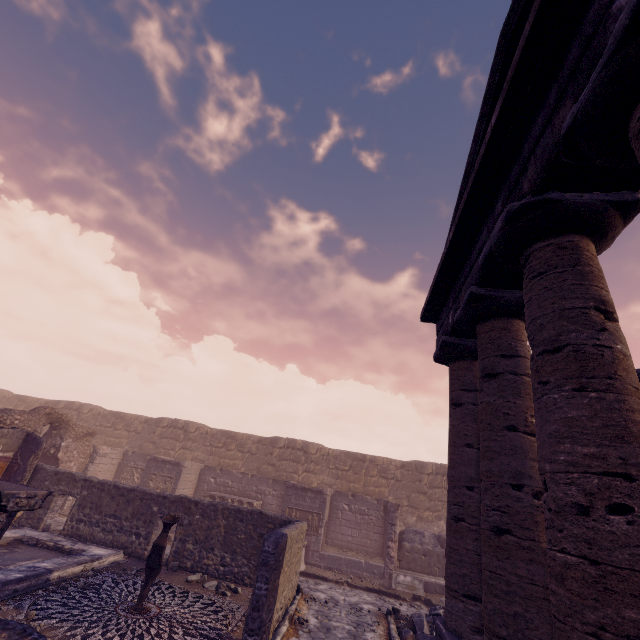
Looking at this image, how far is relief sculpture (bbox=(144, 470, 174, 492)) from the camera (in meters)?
14.80

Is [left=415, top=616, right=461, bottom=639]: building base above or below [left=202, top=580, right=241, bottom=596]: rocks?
above

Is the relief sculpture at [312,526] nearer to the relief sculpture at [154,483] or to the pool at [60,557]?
the relief sculpture at [154,483]

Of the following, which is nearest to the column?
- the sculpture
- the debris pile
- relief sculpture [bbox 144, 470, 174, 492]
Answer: the debris pile

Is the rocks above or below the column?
below

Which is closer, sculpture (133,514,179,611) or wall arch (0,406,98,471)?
sculpture (133,514,179,611)

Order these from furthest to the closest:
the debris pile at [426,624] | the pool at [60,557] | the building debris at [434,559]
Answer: the building debris at [434,559], the debris pile at [426,624], the pool at [60,557]

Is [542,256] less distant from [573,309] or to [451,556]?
[573,309]
